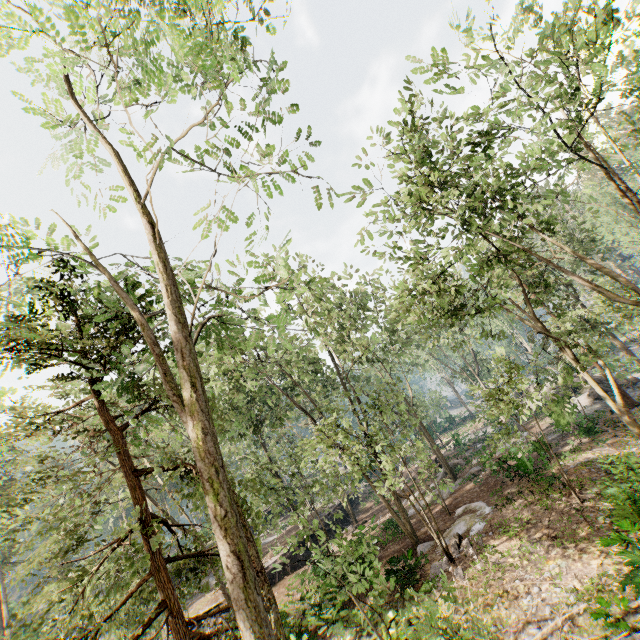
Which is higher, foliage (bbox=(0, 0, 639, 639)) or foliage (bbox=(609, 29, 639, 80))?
foliage (bbox=(609, 29, 639, 80))

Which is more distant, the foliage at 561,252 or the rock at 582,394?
the rock at 582,394

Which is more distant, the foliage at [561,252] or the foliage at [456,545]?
the foliage at [456,545]

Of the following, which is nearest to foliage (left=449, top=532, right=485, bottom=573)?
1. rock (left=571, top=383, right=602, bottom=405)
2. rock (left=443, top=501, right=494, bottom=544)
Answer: rock (left=571, top=383, right=602, bottom=405)

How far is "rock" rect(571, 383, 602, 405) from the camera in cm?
2714

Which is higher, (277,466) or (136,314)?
(136,314)

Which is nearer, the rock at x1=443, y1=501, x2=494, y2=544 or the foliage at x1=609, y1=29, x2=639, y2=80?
the foliage at x1=609, y1=29, x2=639, y2=80
